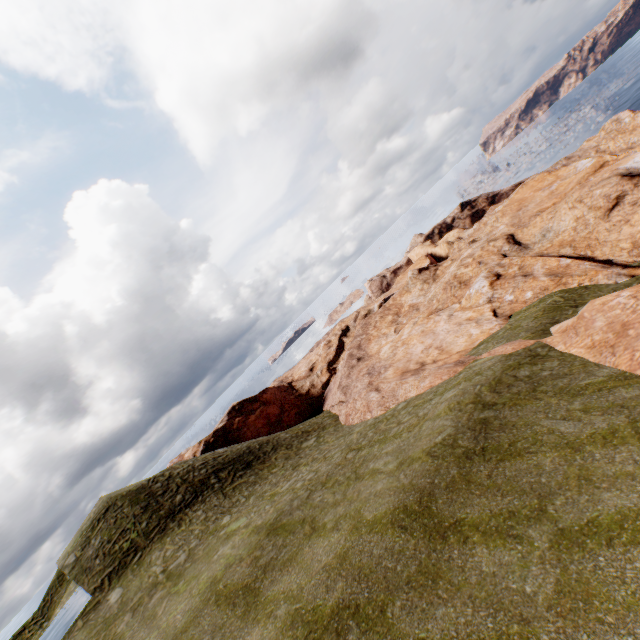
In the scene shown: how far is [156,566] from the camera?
19.4 meters
